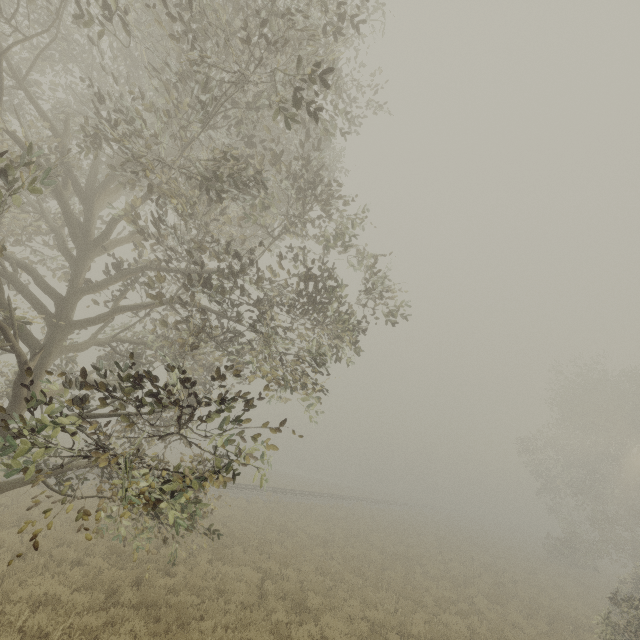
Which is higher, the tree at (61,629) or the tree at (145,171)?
the tree at (145,171)

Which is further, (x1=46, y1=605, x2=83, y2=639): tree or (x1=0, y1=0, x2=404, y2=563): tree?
(x1=46, y1=605, x2=83, y2=639): tree

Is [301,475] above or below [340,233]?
below

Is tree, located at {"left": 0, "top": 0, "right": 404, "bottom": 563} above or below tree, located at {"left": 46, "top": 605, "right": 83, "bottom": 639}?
above

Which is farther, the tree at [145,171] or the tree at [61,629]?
the tree at [61,629]
